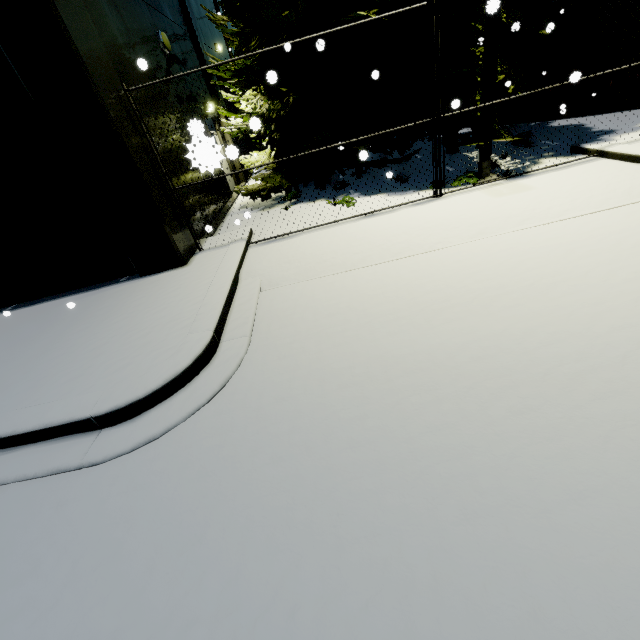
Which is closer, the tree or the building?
the building

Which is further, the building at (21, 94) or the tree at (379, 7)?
the tree at (379, 7)

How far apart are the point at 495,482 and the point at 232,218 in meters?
9.0 m
